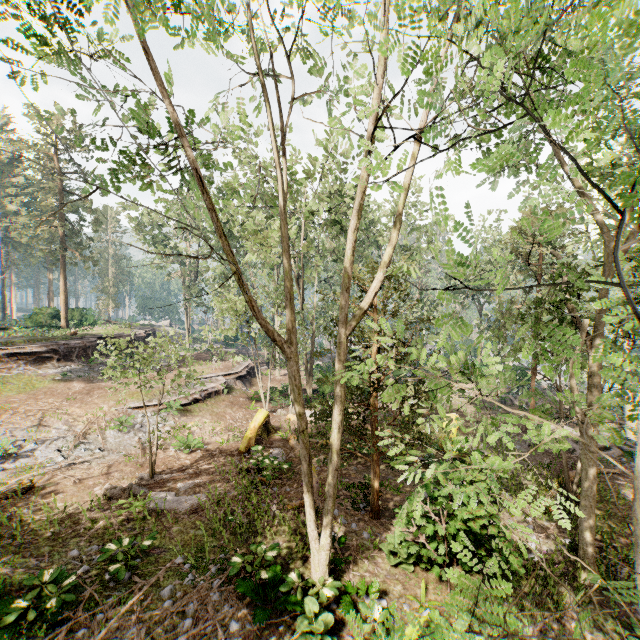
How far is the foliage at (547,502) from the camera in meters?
1.9 m

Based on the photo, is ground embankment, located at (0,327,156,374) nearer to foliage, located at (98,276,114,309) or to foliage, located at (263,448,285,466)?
foliage, located at (98,276,114,309)

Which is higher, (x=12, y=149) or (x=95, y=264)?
(x=12, y=149)

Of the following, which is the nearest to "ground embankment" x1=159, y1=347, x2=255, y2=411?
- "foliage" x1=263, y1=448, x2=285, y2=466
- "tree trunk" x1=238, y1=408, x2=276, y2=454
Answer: "tree trunk" x1=238, y1=408, x2=276, y2=454

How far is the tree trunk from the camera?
15.9 meters

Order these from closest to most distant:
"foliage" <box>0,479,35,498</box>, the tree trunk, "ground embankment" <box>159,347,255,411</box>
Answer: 1. "foliage" <box>0,479,35,498</box>
2. the tree trunk
3. "ground embankment" <box>159,347,255,411</box>

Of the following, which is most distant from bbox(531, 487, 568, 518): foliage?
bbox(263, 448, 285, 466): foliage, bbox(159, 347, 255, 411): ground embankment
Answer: A: bbox(263, 448, 285, 466): foliage

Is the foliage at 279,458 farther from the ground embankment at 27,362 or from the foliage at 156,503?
the ground embankment at 27,362
